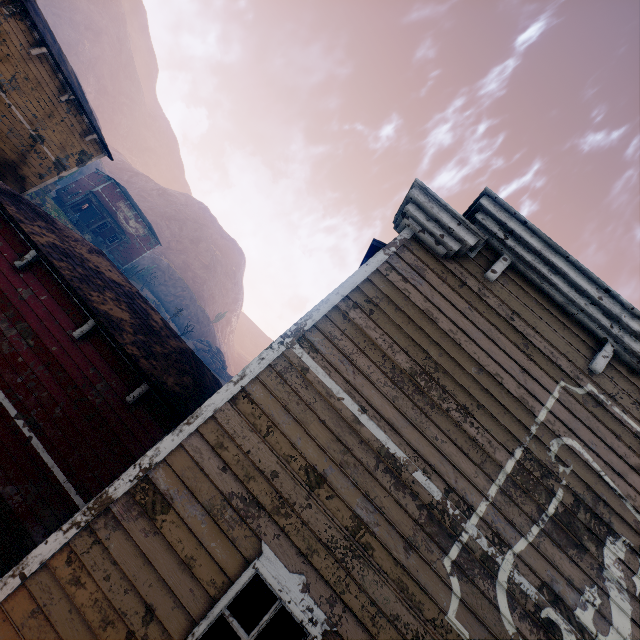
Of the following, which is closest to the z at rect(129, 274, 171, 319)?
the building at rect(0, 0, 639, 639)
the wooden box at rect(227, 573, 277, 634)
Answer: the building at rect(0, 0, 639, 639)

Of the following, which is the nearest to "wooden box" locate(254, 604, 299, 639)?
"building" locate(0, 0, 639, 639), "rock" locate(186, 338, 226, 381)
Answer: "building" locate(0, 0, 639, 639)

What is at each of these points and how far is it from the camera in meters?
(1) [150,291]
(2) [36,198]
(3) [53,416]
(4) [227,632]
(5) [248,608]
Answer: (1) z, 59.7 m
(2) z, 31.1 m
(3) building, 6.0 m
(4) wooden box, 3.5 m
(5) wooden box, 3.6 m

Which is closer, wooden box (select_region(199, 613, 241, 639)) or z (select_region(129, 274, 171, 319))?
wooden box (select_region(199, 613, 241, 639))

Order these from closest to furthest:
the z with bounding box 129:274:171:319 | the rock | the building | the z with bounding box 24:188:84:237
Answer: the building < the z with bounding box 24:188:84:237 < the z with bounding box 129:274:171:319 < the rock

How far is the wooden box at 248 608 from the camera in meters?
3.5

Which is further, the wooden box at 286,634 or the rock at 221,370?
the rock at 221,370

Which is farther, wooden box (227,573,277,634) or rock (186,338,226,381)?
rock (186,338,226,381)
